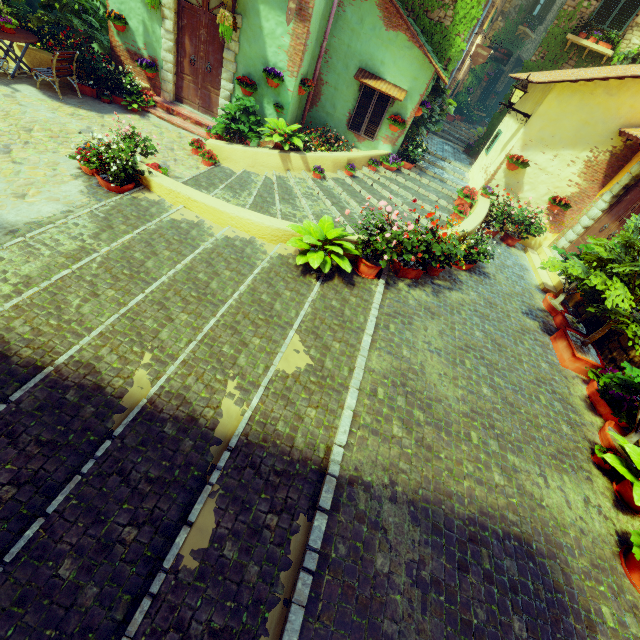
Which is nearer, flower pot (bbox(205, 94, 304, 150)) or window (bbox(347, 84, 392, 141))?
flower pot (bbox(205, 94, 304, 150))

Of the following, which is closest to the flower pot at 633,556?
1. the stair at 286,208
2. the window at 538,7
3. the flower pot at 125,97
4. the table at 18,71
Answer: the stair at 286,208

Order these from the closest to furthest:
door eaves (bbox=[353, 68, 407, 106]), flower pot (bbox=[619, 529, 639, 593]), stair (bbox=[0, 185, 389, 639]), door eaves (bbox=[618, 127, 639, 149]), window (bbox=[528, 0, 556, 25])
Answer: stair (bbox=[0, 185, 389, 639]), flower pot (bbox=[619, 529, 639, 593]), door eaves (bbox=[618, 127, 639, 149]), door eaves (bbox=[353, 68, 407, 106]), window (bbox=[528, 0, 556, 25])

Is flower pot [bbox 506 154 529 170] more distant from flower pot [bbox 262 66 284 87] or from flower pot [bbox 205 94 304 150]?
flower pot [bbox 262 66 284 87]

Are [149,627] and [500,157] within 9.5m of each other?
no

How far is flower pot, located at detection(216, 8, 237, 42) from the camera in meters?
7.4 m

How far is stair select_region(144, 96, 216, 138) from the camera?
9.3m

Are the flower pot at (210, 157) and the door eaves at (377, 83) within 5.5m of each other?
yes
